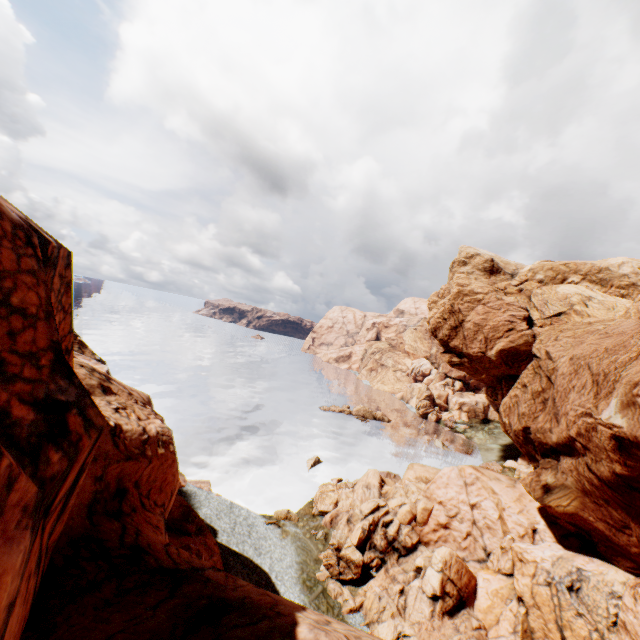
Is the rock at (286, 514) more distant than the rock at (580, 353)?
Yes

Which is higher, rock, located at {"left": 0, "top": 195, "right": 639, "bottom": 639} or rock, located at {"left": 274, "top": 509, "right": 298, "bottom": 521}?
rock, located at {"left": 0, "top": 195, "right": 639, "bottom": 639}

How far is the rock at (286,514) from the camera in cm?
3369

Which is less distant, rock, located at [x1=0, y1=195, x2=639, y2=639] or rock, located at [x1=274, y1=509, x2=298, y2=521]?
rock, located at [x1=0, y1=195, x2=639, y2=639]

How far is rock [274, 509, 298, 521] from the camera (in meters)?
33.69

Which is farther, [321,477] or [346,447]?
[346,447]
